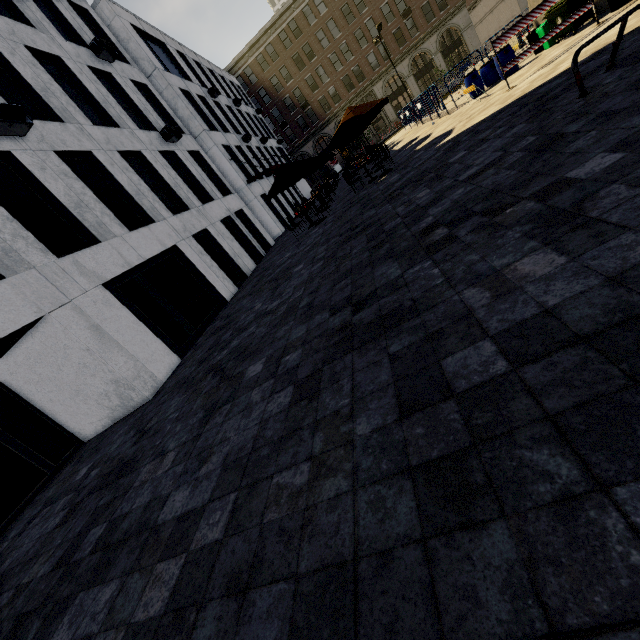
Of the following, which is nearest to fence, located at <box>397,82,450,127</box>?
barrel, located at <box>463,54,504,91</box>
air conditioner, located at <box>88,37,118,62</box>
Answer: barrel, located at <box>463,54,504,91</box>

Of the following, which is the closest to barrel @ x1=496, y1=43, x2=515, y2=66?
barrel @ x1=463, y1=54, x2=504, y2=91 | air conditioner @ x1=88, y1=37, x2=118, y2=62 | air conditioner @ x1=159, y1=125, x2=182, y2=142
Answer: barrel @ x1=463, y1=54, x2=504, y2=91

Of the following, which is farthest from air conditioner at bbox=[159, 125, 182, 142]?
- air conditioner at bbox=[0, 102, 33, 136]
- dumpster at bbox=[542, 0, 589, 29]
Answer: dumpster at bbox=[542, 0, 589, 29]

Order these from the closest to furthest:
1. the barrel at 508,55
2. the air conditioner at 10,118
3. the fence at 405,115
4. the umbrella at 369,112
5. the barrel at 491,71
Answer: the air conditioner at 10,118
the umbrella at 369,112
the barrel at 508,55
the barrel at 491,71
the fence at 405,115

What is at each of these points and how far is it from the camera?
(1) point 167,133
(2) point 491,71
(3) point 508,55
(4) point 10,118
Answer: (1) air conditioner, 14.9 meters
(2) barrel, 14.0 meters
(3) barrel, 12.9 meters
(4) air conditioner, 7.9 meters

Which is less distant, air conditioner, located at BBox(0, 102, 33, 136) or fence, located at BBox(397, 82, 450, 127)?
air conditioner, located at BBox(0, 102, 33, 136)

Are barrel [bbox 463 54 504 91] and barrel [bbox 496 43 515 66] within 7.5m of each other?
yes

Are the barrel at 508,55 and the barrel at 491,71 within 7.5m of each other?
yes
